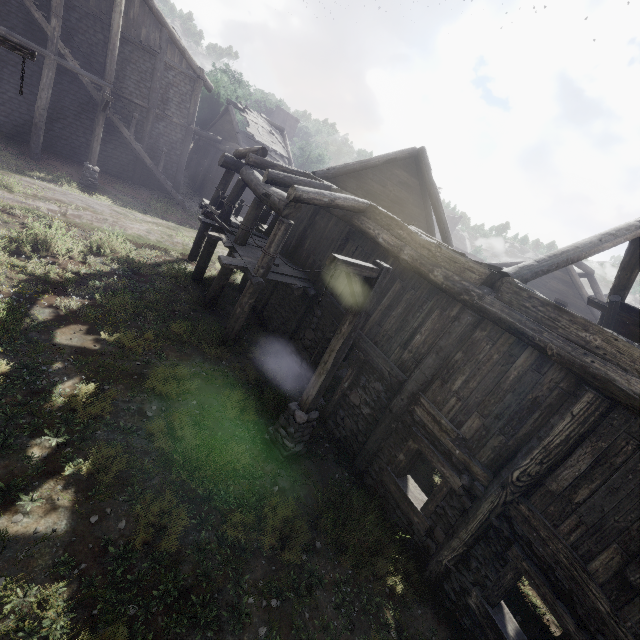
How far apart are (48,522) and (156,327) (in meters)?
5.78

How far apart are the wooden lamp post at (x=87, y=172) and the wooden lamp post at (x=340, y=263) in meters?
15.9

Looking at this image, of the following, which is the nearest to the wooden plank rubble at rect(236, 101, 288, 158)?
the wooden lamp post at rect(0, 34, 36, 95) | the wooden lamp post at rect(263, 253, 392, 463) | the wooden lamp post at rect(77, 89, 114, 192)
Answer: the wooden lamp post at rect(77, 89, 114, 192)

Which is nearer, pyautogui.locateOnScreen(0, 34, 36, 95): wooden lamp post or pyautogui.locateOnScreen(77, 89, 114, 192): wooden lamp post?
pyautogui.locateOnScreen(0, 34, 36, 95): wooden lamp post

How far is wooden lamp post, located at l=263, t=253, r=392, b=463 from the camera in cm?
547

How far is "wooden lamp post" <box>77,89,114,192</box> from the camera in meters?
15.4

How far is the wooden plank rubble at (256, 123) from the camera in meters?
23.9

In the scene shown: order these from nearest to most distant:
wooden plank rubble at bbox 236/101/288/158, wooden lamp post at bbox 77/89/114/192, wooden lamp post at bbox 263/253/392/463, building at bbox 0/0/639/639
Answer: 1. building at bbox 0/0/639/639
2. wooden lamp post at bbox 263/253/392/463
3. wooden lamp post at bbox 77/89/114/192
4. wooden plank rubble at bbox 236/101/288/158
